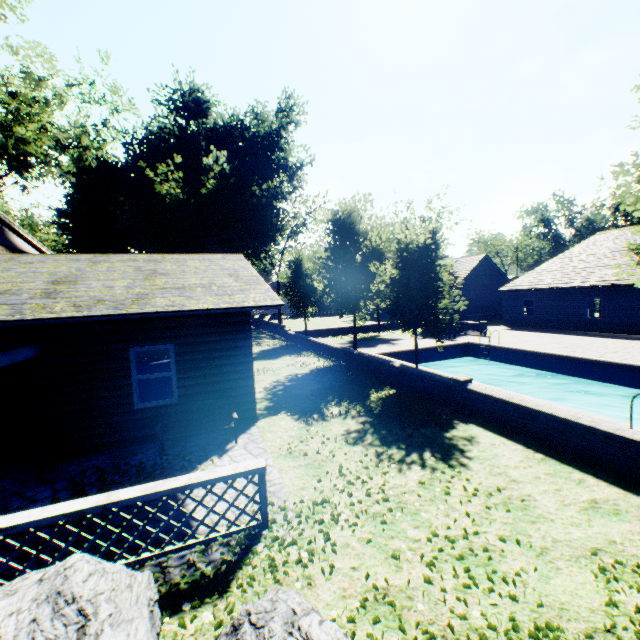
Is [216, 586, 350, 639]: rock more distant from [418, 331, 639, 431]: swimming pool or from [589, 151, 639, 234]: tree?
[418, 331, 639, 431]: swimming pool

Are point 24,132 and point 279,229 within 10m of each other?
no

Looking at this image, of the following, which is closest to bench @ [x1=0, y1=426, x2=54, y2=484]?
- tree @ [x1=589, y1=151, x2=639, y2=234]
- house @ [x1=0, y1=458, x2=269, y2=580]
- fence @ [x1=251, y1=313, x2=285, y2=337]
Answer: house @ [x1=0, y1=458, x2=269, y2=580]

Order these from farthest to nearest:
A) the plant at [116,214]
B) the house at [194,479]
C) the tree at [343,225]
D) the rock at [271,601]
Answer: the plant at [116,214] → the tree at [343,225] → the house at [194,479] → the rock at [271,601]

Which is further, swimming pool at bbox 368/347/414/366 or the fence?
the fence

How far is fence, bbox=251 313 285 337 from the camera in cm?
3087

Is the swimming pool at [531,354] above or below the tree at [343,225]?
below

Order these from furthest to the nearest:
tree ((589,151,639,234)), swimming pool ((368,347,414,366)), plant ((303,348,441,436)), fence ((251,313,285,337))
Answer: fence ((251,313,285,337))
swimming pool ((368,347,414,366))
plant ((303,348,441,436))
tree ((589,151,639,234))
